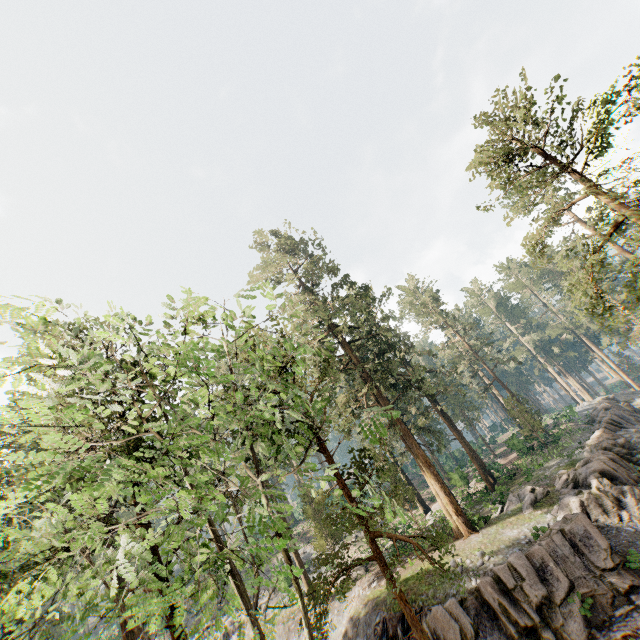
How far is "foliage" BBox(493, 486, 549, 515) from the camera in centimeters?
2239cm

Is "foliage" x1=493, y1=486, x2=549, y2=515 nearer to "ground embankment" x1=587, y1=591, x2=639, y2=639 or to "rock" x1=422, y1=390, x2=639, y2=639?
"rock" x1=422, y1=390, x2=639, y2=639

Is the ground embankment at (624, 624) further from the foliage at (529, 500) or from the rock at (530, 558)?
the foliage at (529, 500)

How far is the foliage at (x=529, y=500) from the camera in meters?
22.4 m

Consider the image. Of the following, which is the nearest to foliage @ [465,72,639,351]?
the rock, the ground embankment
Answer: the rock

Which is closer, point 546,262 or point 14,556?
point 14,556

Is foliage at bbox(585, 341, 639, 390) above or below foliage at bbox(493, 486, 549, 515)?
above

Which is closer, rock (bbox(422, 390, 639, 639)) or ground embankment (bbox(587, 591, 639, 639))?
ground embankment (bbox(587, 591, 639, 639))
